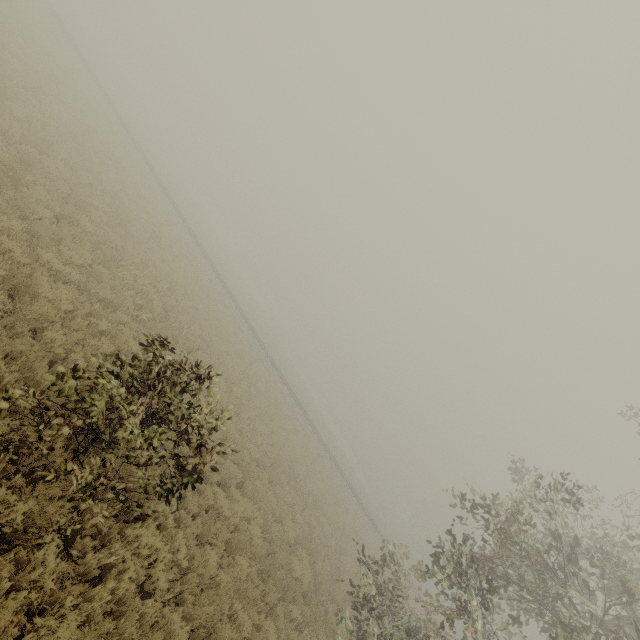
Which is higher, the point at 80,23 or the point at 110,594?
the point at 80,23
